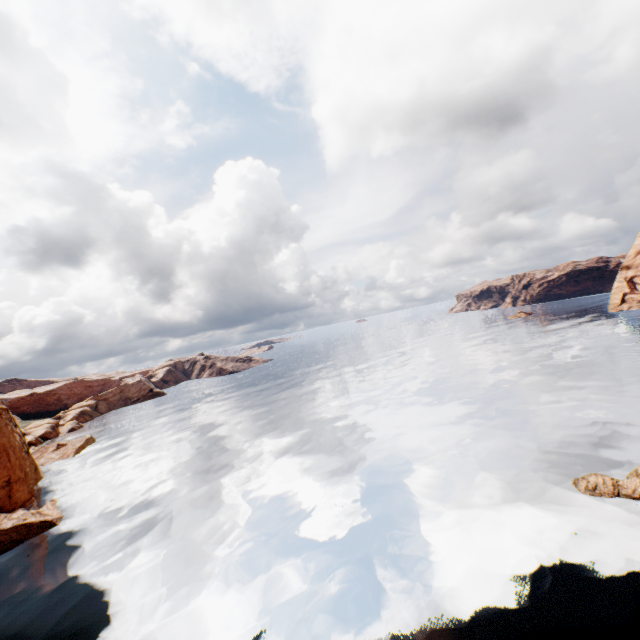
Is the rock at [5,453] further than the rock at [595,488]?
Yes

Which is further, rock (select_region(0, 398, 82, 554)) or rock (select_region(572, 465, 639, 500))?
rock (select_region(0, 398, 82, 554))

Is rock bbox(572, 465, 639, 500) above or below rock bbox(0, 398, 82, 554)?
below

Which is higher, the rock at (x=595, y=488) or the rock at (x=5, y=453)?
the rock at (x=5, y=453)

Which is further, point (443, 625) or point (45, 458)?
point (45, 458)
